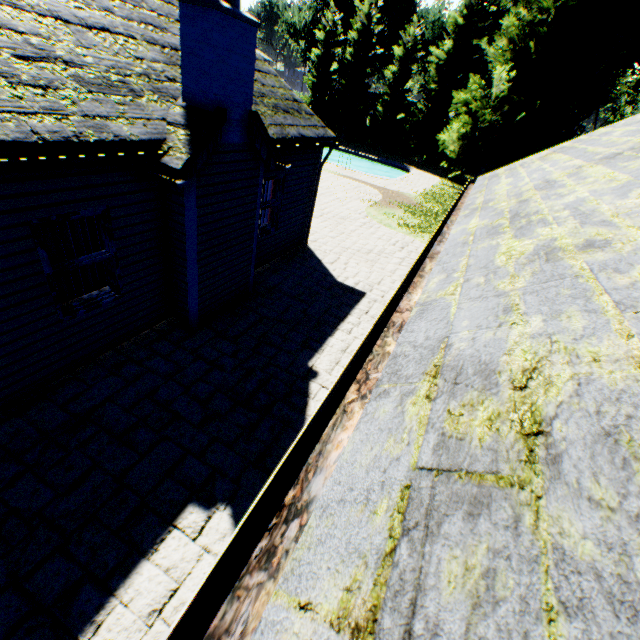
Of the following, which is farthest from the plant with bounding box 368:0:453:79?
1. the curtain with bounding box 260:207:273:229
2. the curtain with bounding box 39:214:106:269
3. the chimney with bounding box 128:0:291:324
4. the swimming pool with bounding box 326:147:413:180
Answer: the curtain with bounding box 39:214:106:269

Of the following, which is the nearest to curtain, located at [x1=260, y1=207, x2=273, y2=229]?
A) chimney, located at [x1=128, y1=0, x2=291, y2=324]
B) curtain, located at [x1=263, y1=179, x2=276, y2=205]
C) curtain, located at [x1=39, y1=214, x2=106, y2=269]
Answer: curtain, located at [x1=263, y1=179, x2=276, y2=205]

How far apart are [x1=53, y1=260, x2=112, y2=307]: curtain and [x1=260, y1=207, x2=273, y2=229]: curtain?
4.5m

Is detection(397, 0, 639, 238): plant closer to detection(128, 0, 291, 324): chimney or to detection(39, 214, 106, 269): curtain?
detection(128, 0, 291, 324): chimney

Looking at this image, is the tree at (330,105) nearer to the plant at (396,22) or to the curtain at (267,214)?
the plant at (396,22)

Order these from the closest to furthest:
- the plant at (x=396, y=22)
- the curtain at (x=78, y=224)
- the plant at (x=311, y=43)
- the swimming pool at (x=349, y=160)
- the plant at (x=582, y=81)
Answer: the curtain at (x=78, y=224)
the plant at (x=582, y=81)
the swimming pool at (x=349, y=160)
the plant at (x=396, y=22)
the plant at (x=311, y=43)

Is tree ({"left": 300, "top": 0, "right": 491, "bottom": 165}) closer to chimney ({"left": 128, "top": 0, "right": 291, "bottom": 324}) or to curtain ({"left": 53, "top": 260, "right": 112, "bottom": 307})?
curtain ({"left": 53, "top": 260, "right": 112, "bottom": 307})

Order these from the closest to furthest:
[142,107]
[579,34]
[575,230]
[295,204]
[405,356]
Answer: [405,356] → [575,230] → [142,107] → [295,204] → [579,34]
